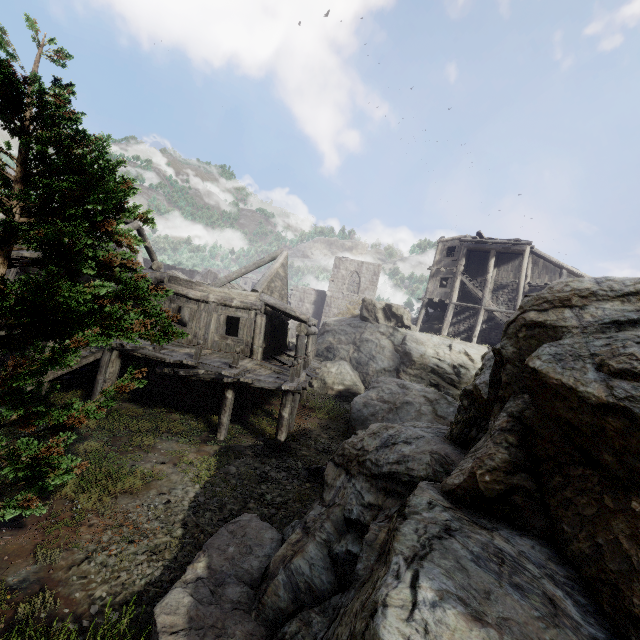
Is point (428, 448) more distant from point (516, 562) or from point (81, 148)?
point (81, 148)

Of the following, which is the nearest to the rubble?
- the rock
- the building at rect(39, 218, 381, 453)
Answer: the rock

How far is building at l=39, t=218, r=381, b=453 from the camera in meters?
11.9 m

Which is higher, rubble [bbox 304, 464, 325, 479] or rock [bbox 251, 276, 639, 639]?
rock [bbox 251, 276, 639, 639]

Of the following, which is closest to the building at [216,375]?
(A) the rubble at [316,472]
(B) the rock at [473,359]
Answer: (B) the rock at [473,359]

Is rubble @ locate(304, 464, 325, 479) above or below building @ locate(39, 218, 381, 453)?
below

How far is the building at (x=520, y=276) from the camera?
25.0 meters

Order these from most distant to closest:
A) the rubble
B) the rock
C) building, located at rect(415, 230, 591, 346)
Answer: building, located at rect(415, 230, 591, 346) < the rubble < the rock
